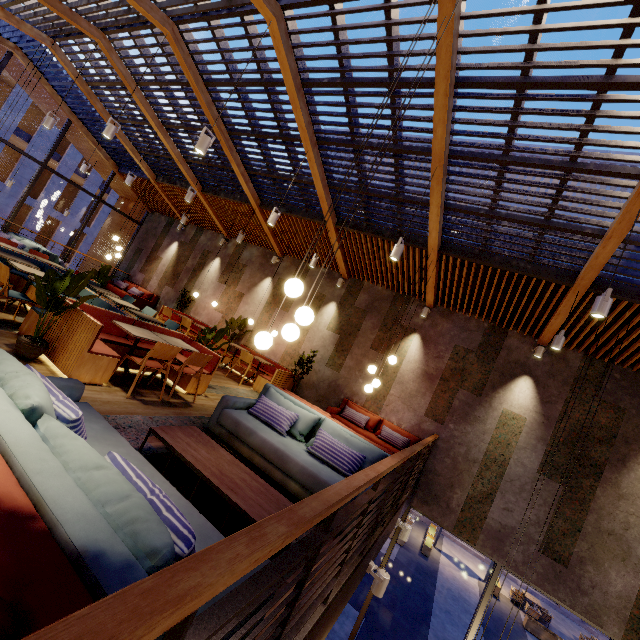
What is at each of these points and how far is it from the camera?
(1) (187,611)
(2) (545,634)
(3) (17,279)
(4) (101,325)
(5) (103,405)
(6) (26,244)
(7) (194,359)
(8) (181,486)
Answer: (1) railing, 0.65m
(2) planter, 14.35m
(3) seat, 6.66m
(4) seat, 4.11m
(5) building, 3.85m
(6) couch, 9.44m
(7) chair, 5.19m
(8) building, 3.02m

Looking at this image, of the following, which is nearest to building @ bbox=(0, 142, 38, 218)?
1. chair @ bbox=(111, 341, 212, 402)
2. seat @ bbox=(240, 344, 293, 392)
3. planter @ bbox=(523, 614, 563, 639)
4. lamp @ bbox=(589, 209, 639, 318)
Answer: seat @ bbox=(240, 344, 293, 392)

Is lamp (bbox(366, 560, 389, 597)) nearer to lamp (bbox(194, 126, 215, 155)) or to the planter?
lamp (bbox(194, 126, 215, 155))

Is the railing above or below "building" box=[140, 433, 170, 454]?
above

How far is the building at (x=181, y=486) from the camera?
2.98m

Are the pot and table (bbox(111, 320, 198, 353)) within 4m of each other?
yes

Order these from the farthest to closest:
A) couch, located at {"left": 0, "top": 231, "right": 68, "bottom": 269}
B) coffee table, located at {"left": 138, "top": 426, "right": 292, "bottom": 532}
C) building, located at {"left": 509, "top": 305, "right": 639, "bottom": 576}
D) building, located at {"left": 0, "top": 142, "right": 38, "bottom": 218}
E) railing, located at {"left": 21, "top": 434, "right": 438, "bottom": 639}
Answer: building, located at {"left": 0, "top": 142, "right": 38, "bottom": 218} < couch, located at {"left": 0, "top": 231, "right": 68, "bottom": 269} < building, located at {"left": 509, "top": 305, "right": 639, "bottom": 576} < coffee table, located at {"left": 138, "top": 426, "right": 292, "bottom": 532} < railing, located at {"left": 21, "top": 434, "right": 438, "bottom": 639}

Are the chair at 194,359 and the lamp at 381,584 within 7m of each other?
yes
